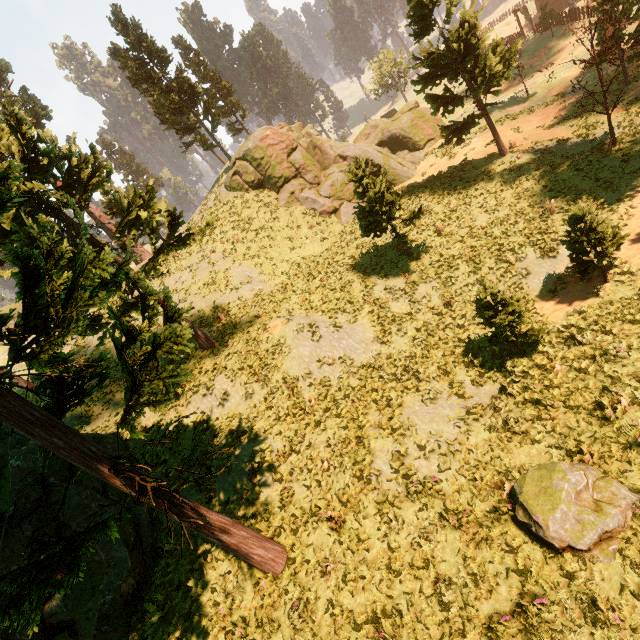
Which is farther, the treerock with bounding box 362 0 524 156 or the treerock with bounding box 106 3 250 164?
the treerock with bounding box 106 3 250 164

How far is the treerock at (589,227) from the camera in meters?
11.3 m

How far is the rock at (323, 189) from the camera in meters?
28.5

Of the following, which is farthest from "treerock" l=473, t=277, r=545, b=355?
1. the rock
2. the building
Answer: the rock

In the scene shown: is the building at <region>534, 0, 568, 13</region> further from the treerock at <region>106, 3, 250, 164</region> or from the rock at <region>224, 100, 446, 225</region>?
the rock at <region>224, 100, 446, 225</region>

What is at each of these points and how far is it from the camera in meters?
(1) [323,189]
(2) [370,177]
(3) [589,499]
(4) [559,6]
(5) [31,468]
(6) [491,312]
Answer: (1) rock, 28.6 m
(2) treerock, 17.3 m
(3) treerock, 6.8 m
(4) building, 48.8 m
(5) treerock, 9.9 m
(6) treerock, 11.2 m
